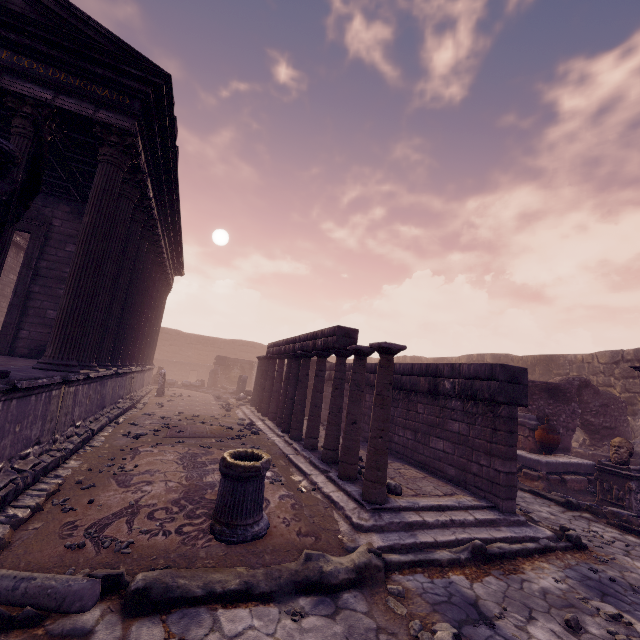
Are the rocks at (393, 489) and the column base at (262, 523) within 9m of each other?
yes

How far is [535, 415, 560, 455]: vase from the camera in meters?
10.0

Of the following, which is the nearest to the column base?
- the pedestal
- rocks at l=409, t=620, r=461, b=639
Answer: rocks at l=409, t=620, r=461, b=639

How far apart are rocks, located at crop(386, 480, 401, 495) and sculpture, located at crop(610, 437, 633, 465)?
6.74m

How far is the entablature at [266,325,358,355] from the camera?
7.4m

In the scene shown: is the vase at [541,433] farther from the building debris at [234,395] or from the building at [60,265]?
the building debris at [234,395]

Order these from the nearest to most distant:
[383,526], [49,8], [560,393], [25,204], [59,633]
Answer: [59,633] → [25,204] → [383,526] → [49,8] → [560,393]

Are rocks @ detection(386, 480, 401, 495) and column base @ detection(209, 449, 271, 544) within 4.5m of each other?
yes
